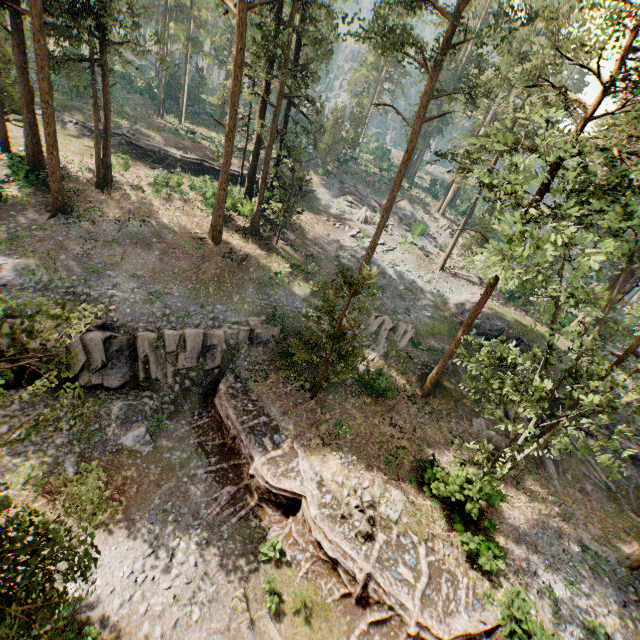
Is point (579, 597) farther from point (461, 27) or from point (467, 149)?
point (461, 27)

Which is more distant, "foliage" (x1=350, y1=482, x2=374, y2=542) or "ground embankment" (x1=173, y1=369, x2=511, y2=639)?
"foliage" (x1=350, y1=482, x2=374, y2=542)

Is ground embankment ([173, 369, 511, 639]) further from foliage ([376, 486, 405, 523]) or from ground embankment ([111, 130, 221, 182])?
ground embankment ([111, 130, 221, 182])

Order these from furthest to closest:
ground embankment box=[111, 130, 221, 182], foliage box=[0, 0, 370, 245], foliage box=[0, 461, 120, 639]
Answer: ground embankment box=[111, 130, 221, 182] < foliage box=[0, 0, 370, 245] < foliage box=[0, 461, 120, 639]

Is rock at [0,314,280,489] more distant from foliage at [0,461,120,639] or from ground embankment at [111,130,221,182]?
ground embankment at [111,130,221,182]

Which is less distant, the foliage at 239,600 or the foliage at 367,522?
the foliage at 239,600

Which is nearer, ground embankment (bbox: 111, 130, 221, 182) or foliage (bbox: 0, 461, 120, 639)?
foliage (bbox: 0, 461, 120, 639)

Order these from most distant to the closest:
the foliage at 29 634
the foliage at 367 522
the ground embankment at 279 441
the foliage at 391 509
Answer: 1. the foliage at 391 509
2. the foliage at 367 522
3. the ground embankment at 279 441
4. the foliage at 29 634
